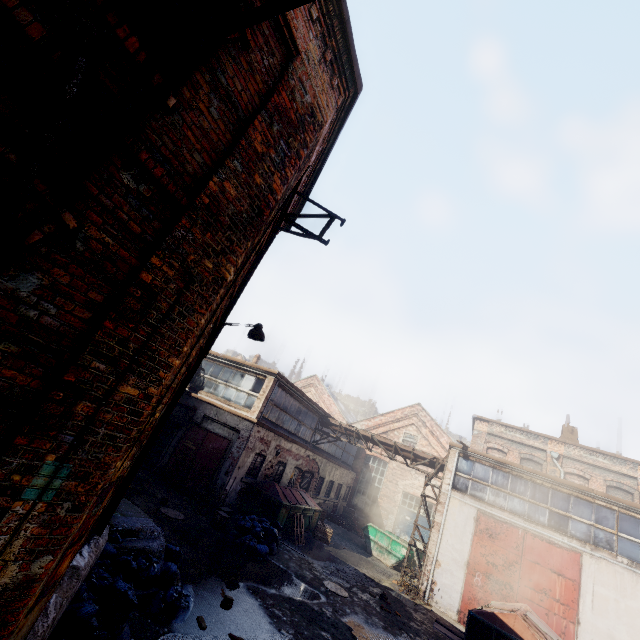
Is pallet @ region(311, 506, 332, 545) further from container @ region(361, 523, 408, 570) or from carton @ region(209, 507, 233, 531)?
carton @ region(209, 507, 233, 531)

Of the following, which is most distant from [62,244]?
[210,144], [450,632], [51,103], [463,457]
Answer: [463,457]

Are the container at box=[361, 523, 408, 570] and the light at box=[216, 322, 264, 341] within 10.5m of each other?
no

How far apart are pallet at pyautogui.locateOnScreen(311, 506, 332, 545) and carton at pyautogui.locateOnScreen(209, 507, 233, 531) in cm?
657

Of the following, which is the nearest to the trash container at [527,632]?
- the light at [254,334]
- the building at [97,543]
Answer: the building at [97,543]

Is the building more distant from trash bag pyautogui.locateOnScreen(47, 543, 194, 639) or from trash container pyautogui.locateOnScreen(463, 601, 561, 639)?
trash container pyautogui.locateOnScreen(463, 601, 561, 639)

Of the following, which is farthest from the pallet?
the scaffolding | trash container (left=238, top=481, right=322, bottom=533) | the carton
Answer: the scaffolding

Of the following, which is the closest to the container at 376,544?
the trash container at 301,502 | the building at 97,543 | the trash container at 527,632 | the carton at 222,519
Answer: the trash container at 301,502
